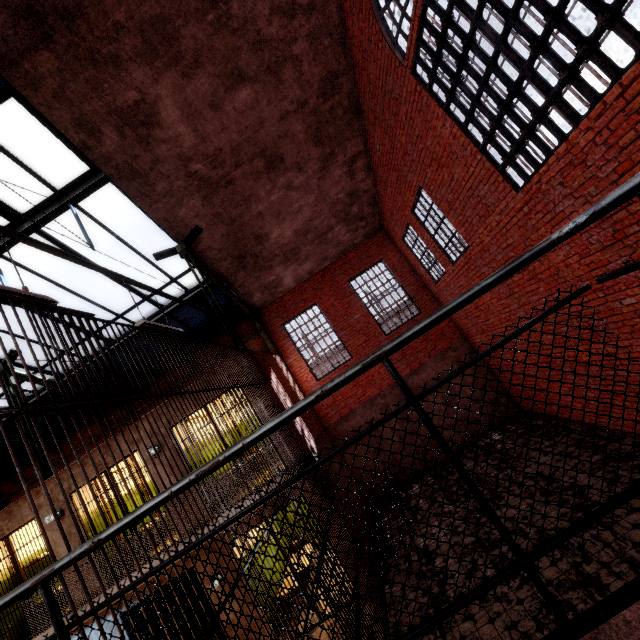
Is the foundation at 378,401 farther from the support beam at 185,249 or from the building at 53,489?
the building at 53,489

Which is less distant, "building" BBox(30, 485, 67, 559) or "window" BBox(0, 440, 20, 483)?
"building" BBox(30, 485, 67, 559)

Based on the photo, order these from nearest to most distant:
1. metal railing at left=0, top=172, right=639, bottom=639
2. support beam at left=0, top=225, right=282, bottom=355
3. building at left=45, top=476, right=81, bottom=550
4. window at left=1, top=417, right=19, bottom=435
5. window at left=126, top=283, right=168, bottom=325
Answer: metal railing at left=0, top=172, right=639, bottom=639 → support beam at left=0, top=225, right=282, bottom=355 → building at left=45, top=476, right=81, bottom=550 → window at left=126, top=283, right=168, bottom=325 → window at left=1, top=417, right=19, bottom=435

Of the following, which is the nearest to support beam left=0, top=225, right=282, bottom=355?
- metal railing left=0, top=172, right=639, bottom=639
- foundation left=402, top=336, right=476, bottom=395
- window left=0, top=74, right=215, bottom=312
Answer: window left=0, top=74, right=215, bottom=312

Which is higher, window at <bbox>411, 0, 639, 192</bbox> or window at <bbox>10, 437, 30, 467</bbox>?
window at <bbox>10, 437, 30, 467</bbox>

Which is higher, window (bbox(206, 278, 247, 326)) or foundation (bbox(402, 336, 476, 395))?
window (bbox(206, 278, 247, 326))

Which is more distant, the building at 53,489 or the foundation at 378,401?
the foundation at 378,401

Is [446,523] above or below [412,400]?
below
